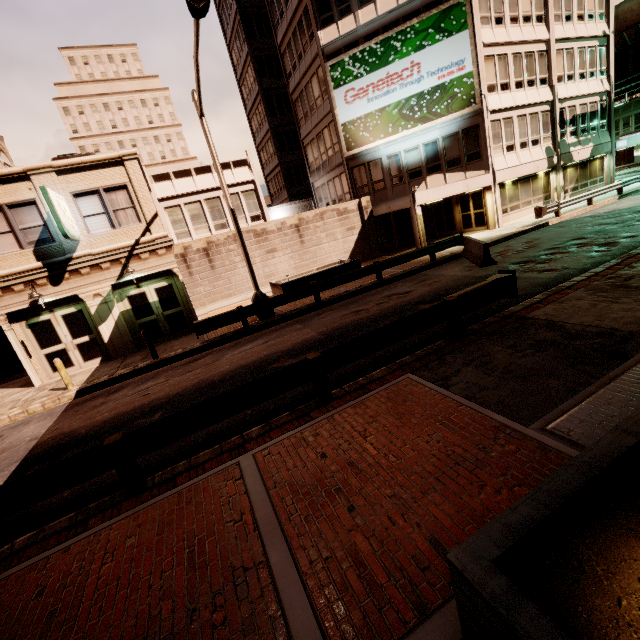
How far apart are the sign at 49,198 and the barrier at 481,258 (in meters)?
16.39

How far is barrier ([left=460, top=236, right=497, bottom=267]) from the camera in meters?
13.7

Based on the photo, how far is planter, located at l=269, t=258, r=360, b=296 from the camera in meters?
17.4

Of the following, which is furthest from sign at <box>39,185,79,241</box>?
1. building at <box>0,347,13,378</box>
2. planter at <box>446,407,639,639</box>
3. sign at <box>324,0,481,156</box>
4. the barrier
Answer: sign at <box>324,0,481,156</box>

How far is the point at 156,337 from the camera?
15.54m

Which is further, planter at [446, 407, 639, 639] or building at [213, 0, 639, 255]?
building at [213, 0, 639, 255]

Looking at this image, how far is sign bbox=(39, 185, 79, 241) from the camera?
11.53m

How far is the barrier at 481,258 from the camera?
13.7 meters
